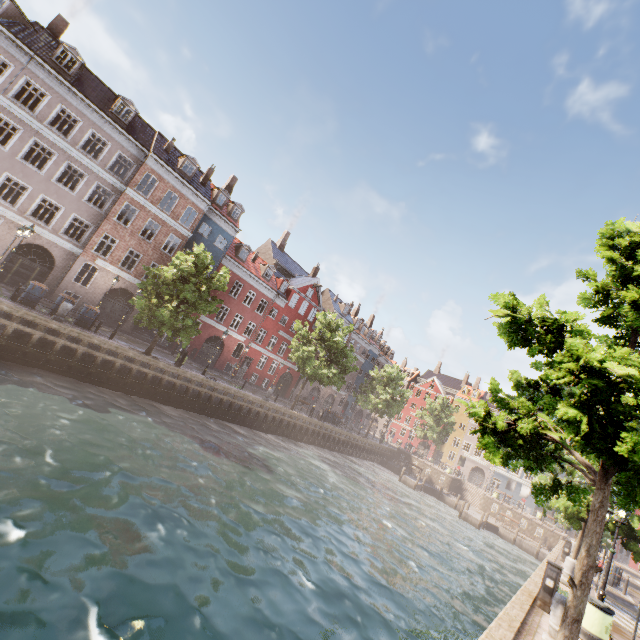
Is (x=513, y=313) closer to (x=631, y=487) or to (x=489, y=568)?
(x=631, y=487)

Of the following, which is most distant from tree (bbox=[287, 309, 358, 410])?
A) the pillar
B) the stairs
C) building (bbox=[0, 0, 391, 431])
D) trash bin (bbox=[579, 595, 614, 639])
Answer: the stairs

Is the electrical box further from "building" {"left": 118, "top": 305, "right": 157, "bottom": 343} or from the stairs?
the stairs

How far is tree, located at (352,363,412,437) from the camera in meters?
41.8

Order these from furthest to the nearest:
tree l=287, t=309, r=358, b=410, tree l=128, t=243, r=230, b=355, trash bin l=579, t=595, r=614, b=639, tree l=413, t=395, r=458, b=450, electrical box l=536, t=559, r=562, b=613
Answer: tree l=413, t=395, r=458, b=450 < tree l=287, t=309, r=358, b=410 < tree l=128, t=243, r=230, b=355 < electrical box l=536, t=559, r=562, b=613 < trash bin l=579, t=595, r=614, b=639

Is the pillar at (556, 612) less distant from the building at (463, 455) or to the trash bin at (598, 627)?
the trash bin at (598, 627)

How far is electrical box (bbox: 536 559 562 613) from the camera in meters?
9.2 m

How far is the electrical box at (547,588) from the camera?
9.15m
